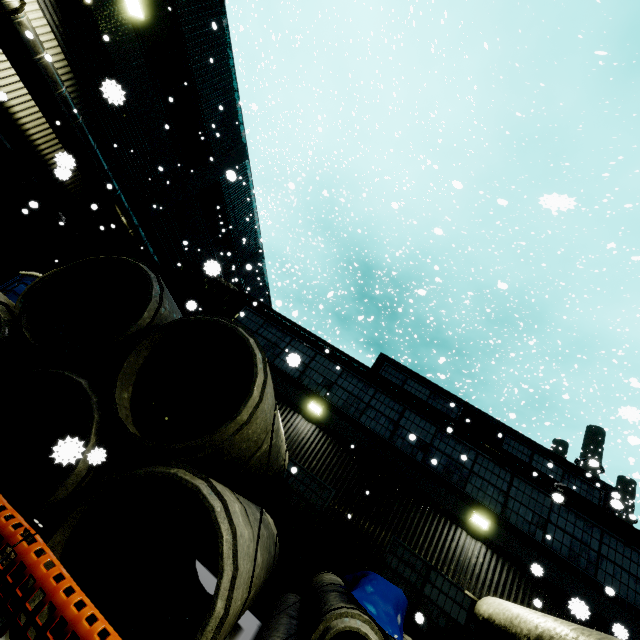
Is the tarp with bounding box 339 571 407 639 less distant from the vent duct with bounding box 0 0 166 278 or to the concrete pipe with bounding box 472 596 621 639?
the concrete pipe with bounding box 472 596 621 639

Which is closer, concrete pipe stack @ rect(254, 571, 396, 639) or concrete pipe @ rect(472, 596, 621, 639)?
concrete pipe stack @ rect(254, 571, 396, 639)

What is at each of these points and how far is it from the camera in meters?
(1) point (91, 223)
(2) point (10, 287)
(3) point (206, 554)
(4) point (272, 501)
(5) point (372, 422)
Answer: (1) building, 13.4 m
(2) portable restroom, 9.2 m
(3) building, 8.9 m
(4) building, 9.8 m
(5) building, 11.3 m

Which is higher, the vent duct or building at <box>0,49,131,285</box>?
the vent duct

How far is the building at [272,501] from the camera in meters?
9.5 m

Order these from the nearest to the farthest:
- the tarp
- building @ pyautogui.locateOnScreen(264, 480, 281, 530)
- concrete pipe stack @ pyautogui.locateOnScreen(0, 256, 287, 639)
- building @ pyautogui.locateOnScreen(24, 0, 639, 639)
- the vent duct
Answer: concrete pipe stack @ pyautogui.locateOnScreen(0, 256, 287, 639) → the tarp → the vent duct → building @ pyautogui.locateOnScreen(24, 0, 639, 639) → building @ pyautogui.locateOnScreen(264, 480, 281, 530)

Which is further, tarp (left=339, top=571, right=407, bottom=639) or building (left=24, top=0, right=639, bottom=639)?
building (left=24, top=0, right=639, bottom=639)
